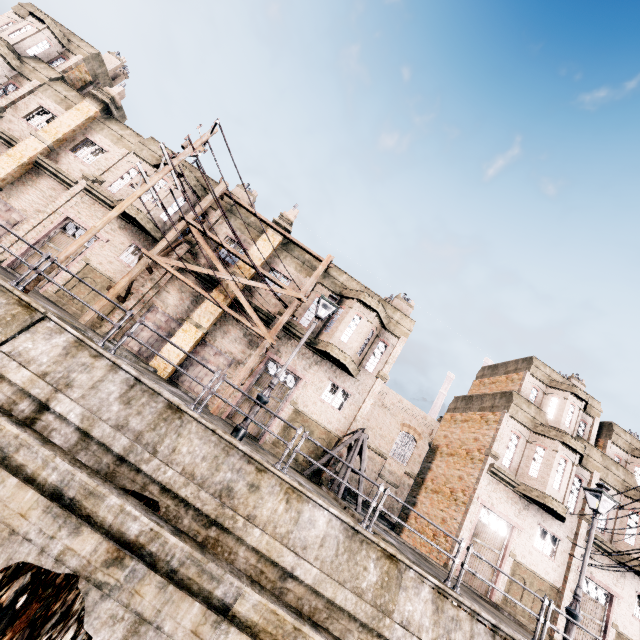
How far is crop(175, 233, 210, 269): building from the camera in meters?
20.5 m

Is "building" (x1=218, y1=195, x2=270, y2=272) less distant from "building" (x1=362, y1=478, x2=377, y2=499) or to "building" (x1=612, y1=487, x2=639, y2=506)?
"building" (x1=362, y1=478, x2=377, y2=499)

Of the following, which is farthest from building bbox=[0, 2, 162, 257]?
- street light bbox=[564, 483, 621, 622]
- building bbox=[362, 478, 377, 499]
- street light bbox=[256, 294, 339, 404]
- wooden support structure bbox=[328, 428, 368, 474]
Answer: street light bbox=[564, 483, 621, 622]

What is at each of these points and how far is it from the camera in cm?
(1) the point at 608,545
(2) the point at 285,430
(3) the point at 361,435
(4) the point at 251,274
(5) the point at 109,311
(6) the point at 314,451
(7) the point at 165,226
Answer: (1) building, 2084
(2) building, 1928
(3) wooden support structure, 1859
(4) building, 2097
(5) building, 1916
(6) building, 1933
(7) building, 2089

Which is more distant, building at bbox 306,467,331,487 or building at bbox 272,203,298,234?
building at bbox 272,203,298,234

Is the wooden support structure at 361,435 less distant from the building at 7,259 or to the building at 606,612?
the building at 7,259

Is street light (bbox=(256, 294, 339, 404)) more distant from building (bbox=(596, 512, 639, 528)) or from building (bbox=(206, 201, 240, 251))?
building (bbox=(596, 512, 639, 528))

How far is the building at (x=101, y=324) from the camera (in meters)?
18.08
